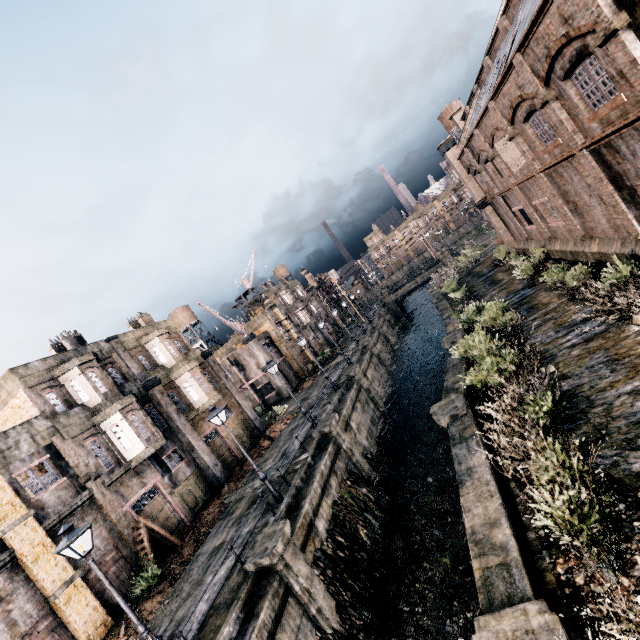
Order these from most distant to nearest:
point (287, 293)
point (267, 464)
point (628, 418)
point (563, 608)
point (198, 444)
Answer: point (287, 293) < point (198, 444) < point (267, 464) < point (628, 418) < point (563, 608)

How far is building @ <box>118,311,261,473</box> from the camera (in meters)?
25.53

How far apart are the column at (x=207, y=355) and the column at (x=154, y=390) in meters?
5.5 m

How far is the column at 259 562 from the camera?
11.9m

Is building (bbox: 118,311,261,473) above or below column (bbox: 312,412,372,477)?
above

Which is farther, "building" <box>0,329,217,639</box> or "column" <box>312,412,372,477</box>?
"column" <box>312,412,372,477</box>

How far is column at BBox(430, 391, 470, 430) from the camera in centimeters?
1298cm

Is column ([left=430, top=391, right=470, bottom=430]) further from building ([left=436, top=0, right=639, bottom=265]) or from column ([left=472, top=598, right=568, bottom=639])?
building ([left=436, top=0, right=639, bottom=265])
